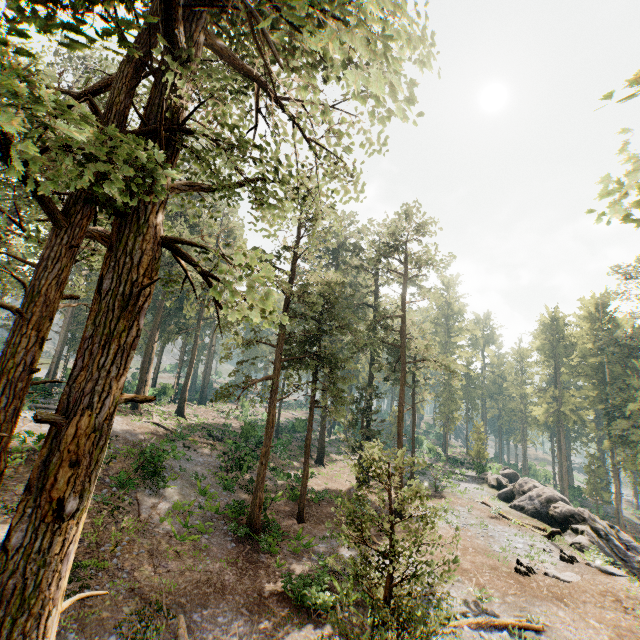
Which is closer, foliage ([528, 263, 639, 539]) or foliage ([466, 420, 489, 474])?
foliage ([528, 263, 639, 539])

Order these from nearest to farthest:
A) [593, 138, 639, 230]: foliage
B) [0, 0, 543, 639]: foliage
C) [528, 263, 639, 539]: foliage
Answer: [593, 138, 639, 230]: foliage, [0, 0, 543, 639]: foliage, [528, 263, 639, 539]: foliage

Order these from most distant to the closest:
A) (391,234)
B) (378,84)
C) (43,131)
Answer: (391,234) → (43,131) → (378,84)

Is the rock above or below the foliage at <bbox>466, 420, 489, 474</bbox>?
below

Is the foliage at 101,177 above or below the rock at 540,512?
above

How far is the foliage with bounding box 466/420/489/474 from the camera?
43.7m

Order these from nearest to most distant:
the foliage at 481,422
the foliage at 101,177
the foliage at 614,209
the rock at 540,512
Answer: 1. the foliage at 614,209
2. the foliage at 101,177
3. the rock at 540,512
4. the foliage at 481,422
